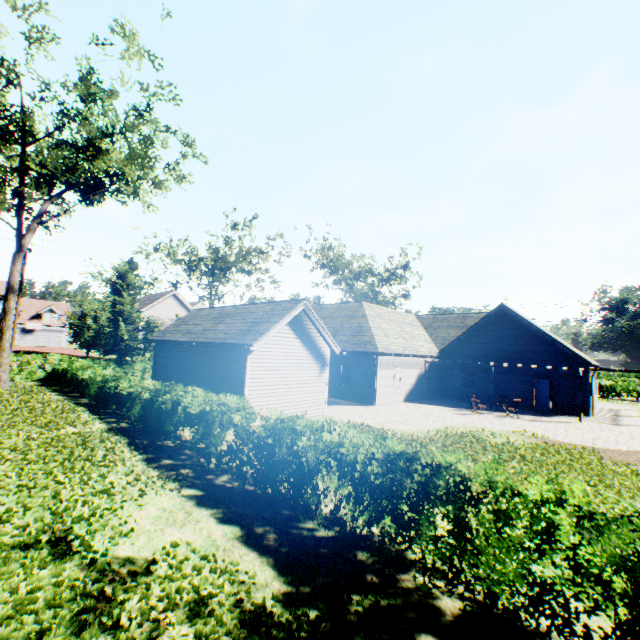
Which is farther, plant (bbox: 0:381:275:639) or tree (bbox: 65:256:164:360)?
tree (bbox: 65:256:164:360)

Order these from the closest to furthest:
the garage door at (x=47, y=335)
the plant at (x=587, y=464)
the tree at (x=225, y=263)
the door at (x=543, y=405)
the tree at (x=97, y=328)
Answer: the plant at (x=587, y=464) < the door at (x=543, y=405) < the tree at (x=97, y=328) < the tree at (x=225, y=263) < the garage door at (x=47, y=335)

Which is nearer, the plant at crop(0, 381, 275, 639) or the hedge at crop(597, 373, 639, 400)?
the plant at crop(0, 381, 275, 639)

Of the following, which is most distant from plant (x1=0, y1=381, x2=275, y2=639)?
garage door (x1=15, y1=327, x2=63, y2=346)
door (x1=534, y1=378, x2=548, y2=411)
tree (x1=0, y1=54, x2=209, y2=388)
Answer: garage door (x1=15, y1=327, x2=63, y2=346)

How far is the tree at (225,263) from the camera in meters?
29.2 m

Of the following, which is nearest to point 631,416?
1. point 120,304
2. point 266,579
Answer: point 266,579

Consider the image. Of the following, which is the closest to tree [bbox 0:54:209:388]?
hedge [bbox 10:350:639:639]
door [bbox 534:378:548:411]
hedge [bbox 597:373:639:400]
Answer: hedge [bbox 597:373:639:400]

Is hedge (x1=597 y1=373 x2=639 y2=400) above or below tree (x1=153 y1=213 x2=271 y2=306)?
below
